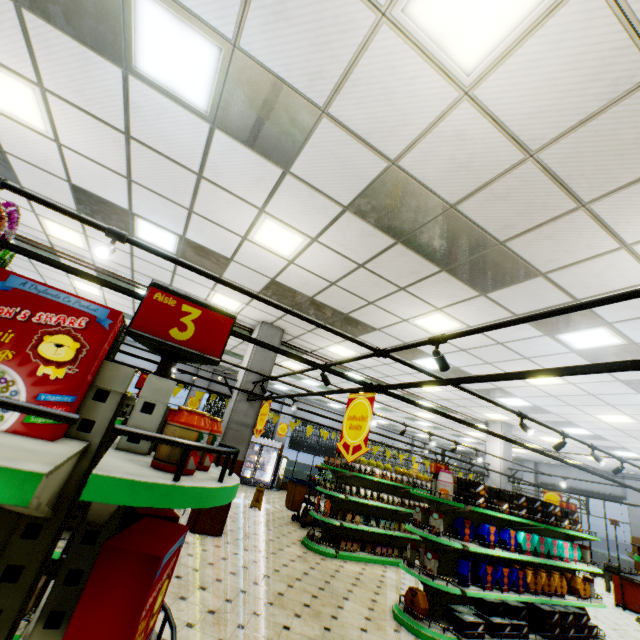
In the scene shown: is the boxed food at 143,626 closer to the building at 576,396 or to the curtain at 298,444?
the building at 576,396

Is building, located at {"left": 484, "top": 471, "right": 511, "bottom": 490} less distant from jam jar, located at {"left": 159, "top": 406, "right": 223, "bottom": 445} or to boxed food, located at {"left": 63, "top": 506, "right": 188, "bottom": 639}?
boxed food, located at {"left": 63, "top": 506, "right": 188, "bottom": 639}

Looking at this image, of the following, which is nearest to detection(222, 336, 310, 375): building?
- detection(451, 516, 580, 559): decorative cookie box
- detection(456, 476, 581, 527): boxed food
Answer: detection(451, 516, 580, 559): decorative cookie box

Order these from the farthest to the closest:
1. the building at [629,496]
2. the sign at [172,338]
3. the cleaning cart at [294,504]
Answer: the building at [629,496] < the cleaning cart at [294,504] < the sign at [172,338]

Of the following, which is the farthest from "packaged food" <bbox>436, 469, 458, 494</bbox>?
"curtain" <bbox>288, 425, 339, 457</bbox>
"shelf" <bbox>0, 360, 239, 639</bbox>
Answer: "curtain" <bbox>288, 425, 339, 457</bbox>

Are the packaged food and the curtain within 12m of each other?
no

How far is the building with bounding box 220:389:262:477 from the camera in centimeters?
754cm

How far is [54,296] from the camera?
0.9m
